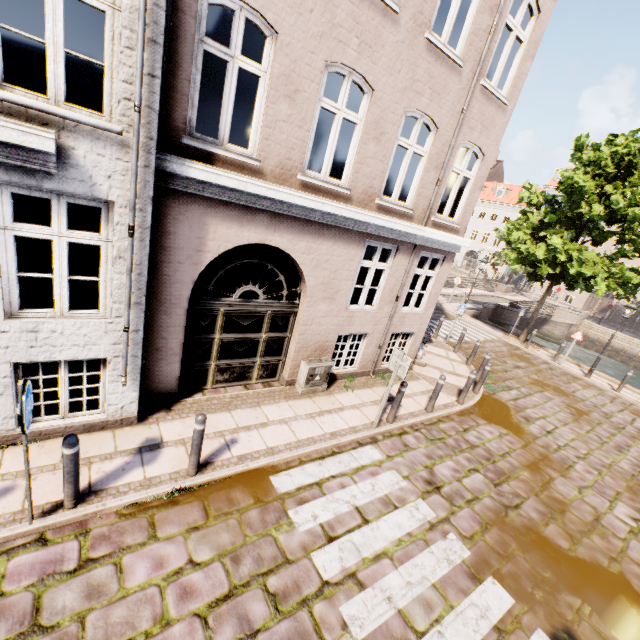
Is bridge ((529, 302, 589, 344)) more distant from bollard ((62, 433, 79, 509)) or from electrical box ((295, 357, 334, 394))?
bollard ((62, 433, 79, 509))

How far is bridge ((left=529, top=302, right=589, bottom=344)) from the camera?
29.3 meters

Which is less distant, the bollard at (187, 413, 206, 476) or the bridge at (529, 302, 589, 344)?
the bollard at (187, 413, 206, 476)

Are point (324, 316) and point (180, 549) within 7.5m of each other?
yes

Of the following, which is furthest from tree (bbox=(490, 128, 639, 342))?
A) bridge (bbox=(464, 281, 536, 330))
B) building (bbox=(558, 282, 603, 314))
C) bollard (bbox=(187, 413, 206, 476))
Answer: bollard (bbox=(187, 413, 206, 476))

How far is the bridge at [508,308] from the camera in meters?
21.2 m

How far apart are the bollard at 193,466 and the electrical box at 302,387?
3.08m

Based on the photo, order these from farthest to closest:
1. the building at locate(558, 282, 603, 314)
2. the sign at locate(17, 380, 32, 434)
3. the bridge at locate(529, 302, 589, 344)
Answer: the building at locate(558, 282, 603, 314) < the bridge at locate(529, 302, 589, 344) < the sign at locate(17, 380, 32, 434)
